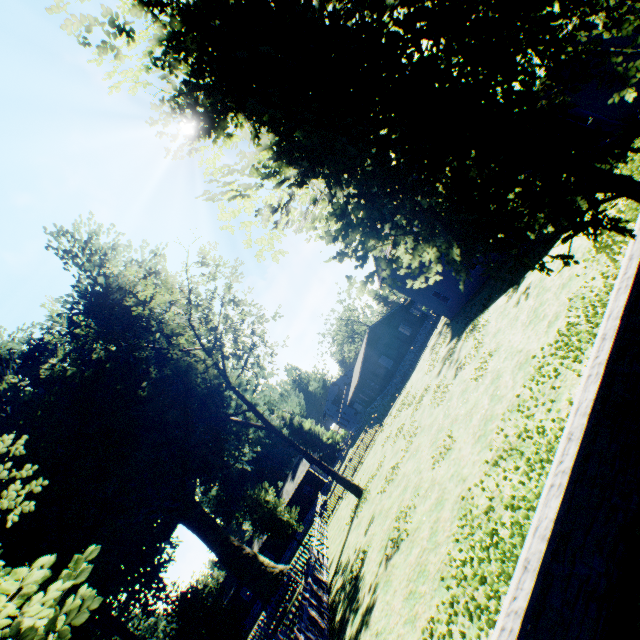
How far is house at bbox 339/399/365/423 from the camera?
59.1m

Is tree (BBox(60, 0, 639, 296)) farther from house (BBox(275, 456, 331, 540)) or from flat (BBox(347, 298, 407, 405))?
house (BBox(275, 456, 331, 540))

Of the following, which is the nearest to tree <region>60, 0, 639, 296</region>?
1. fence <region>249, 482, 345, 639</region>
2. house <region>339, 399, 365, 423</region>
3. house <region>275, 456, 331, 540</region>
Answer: fence <region>249, 482, 345, 639</region>

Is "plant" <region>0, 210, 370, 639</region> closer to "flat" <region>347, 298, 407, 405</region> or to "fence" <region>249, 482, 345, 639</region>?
"fence" <region>249, 482, 345, 639</region>

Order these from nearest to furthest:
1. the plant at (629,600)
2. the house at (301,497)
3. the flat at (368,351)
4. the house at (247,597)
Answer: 1. the plant at (629,600)
2. the flat at (368,351)
3. the house at (247,597)
4. the house at (301,497)

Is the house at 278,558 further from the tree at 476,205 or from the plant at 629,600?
the tree at 476,205

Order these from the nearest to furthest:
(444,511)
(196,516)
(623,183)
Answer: (623,183) < (444,511) < (196,516)

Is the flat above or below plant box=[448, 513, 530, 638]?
above
